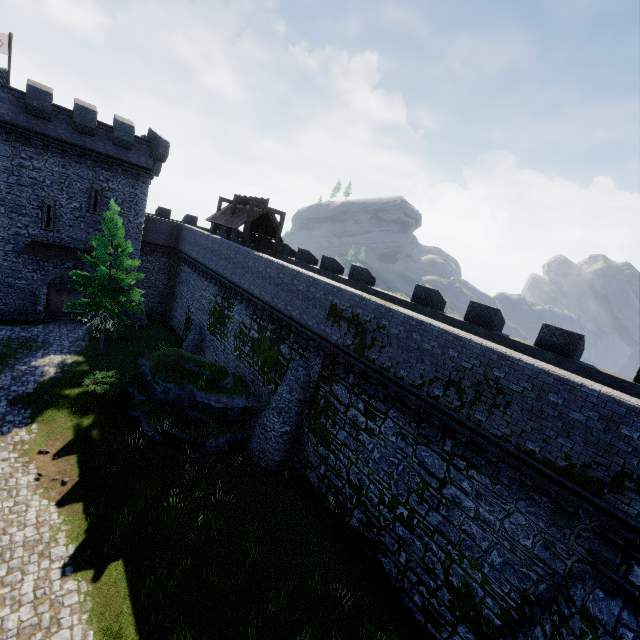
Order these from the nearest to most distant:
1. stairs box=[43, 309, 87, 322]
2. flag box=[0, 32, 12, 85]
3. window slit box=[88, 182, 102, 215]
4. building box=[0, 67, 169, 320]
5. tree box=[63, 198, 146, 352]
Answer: tree box=[63, 198, 146, 352] → building box=[0, 67, 169, 320] → flag box=[0, 32, 12, 85] → window slit box=[88, 182, 102, 215] → stairs box=[43, 309, 87, 322]

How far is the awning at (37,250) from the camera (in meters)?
24.56

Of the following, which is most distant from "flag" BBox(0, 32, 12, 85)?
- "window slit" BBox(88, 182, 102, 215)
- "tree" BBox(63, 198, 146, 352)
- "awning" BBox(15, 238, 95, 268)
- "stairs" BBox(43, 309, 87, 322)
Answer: "stairs" BBox(43, 309, 87, 322)

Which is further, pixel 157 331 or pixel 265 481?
pixel 157 331

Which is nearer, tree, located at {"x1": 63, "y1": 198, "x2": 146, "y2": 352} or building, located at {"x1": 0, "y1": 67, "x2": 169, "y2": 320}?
tree, located at {"x1": 63, "y1": 198, "x2": 146, "y2": 352}

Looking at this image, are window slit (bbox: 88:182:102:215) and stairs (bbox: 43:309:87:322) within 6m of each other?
no

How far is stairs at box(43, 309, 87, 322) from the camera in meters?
27.1 m

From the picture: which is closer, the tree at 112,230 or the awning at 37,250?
the tree at 112,230
